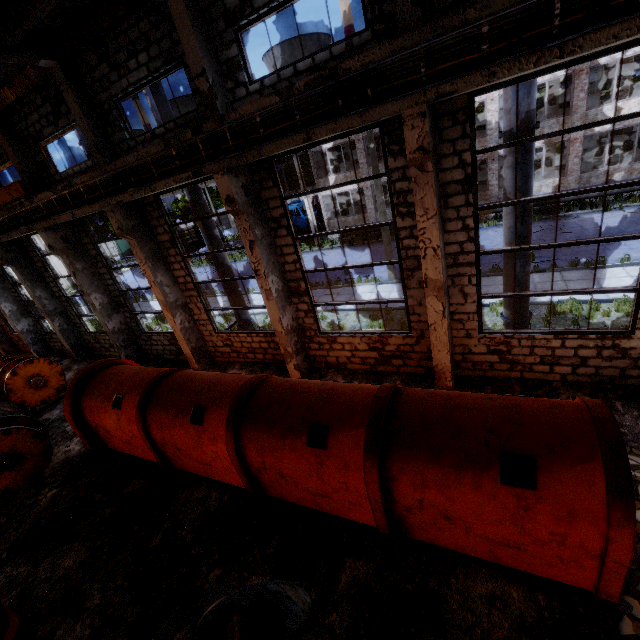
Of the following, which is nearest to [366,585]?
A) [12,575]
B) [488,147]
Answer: [12,575]

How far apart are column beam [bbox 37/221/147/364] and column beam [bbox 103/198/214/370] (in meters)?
3.90

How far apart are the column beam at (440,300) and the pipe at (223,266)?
7.3 meters

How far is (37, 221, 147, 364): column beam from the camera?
12.1 meters

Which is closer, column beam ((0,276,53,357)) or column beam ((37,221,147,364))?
column beam ((37,221,147,364))

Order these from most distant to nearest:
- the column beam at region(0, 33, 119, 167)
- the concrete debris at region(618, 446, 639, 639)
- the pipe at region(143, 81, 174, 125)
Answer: the pipe at region(143, 81, 174, 125), the column beam at region(0, 33, 119, 167), the concrete debris at region(618, 446, 639, 639)

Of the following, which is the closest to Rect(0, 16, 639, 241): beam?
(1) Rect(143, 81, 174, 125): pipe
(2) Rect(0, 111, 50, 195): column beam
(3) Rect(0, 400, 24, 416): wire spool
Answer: (2) Rect(0, 111, 50, 195): column beam

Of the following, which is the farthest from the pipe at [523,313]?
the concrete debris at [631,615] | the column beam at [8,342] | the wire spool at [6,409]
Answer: the column beam at [8,342]
